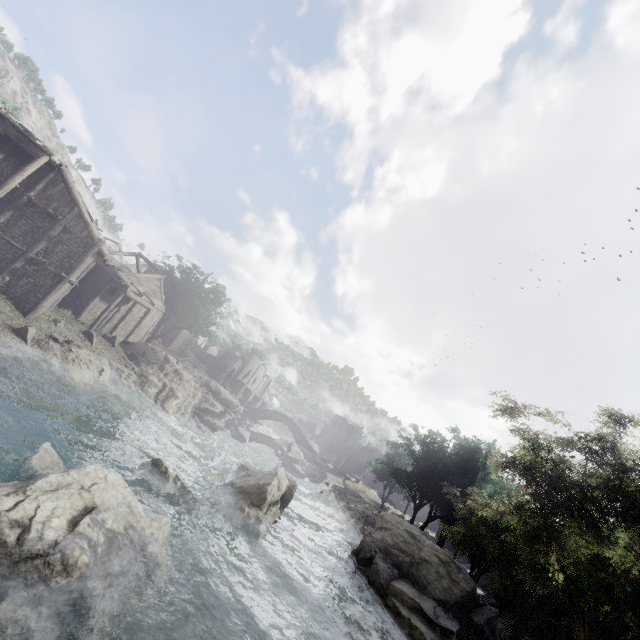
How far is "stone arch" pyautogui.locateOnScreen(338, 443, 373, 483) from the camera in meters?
56.1

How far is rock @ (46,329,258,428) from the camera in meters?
24.4

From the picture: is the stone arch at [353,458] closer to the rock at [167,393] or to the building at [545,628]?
the building at [545,628]

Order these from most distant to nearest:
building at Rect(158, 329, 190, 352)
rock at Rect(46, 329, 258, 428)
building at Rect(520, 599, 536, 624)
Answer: building at Rect(158, 329, 190, 352) < building at Rect(520, 599, 536, 624) < rock at Rect(46, 329, 258, 428)

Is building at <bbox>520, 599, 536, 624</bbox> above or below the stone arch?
below

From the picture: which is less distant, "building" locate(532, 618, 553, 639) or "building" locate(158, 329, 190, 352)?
"building" locate(532, 618, 553, 639)

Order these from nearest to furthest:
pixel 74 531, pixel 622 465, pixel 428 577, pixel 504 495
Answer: pixel 74 531 → pixel 622 465 → pixel 428 577 → pixel 504 495

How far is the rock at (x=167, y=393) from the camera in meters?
24.4
